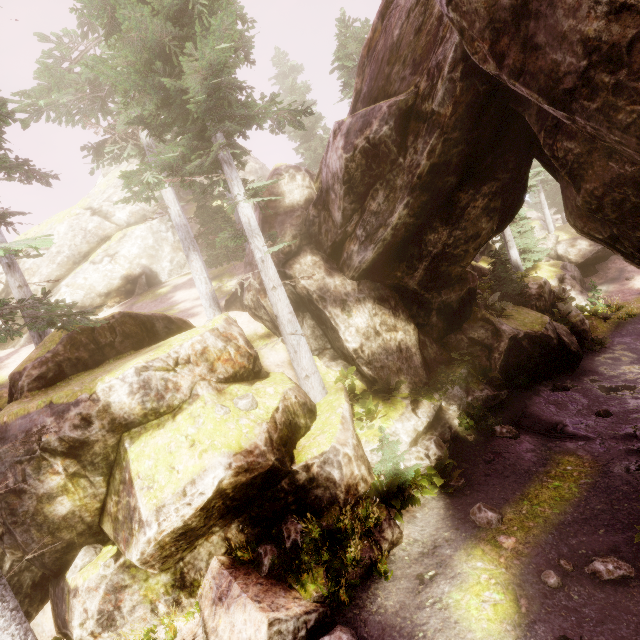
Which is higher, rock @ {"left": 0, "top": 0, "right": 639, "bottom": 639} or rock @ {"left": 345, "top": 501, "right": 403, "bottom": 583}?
rock @ {"left": 0, "top": 0, "right": 639, "bottom": 639}

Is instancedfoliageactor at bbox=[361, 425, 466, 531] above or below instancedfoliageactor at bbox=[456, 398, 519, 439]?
above

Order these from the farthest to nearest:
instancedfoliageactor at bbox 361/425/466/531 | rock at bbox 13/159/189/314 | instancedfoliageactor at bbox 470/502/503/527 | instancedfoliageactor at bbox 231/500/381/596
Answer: rock at bbox 13/159/189/314, instancedfoliageactor at bbox 361/425/466/531, instancedfoliageactor at bbox 470/502/503/527, instancedfoliageactor at bbox 231/500/381/596

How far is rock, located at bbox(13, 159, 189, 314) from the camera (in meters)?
27.16

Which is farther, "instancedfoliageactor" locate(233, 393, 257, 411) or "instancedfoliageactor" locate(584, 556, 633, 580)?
"instancedfoliageactor" locate(233, 393, 257, 411)

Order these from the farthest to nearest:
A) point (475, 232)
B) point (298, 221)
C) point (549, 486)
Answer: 1. point (298, 221)
2. point (475, 232)
3. point (549, 486)

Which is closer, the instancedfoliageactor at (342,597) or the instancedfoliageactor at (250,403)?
the instancedfoliageactor at (342,597)

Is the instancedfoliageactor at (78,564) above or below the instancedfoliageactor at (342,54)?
below
